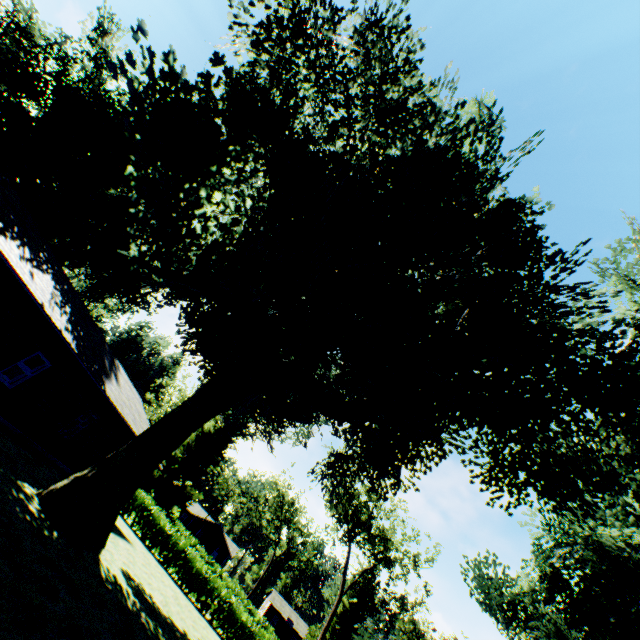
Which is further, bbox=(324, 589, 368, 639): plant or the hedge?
bbox=(324, 589, 368, 639): plant

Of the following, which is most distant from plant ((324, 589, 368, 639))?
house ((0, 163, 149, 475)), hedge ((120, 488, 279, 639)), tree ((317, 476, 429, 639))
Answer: tree ((317, 476, 429, 639))

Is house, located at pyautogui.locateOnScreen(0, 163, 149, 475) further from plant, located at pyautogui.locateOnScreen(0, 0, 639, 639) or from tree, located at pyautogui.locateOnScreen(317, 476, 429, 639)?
tree, located at pyautogui.locateOnScreen(317, 476, 429, 639)

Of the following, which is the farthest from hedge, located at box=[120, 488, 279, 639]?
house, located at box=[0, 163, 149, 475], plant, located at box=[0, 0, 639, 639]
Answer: plant, located at box=[0, 0, 639, 639]

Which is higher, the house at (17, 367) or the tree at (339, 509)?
the tree at (339, 509)

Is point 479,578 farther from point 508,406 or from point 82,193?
point 82,193

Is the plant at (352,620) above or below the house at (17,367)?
above
